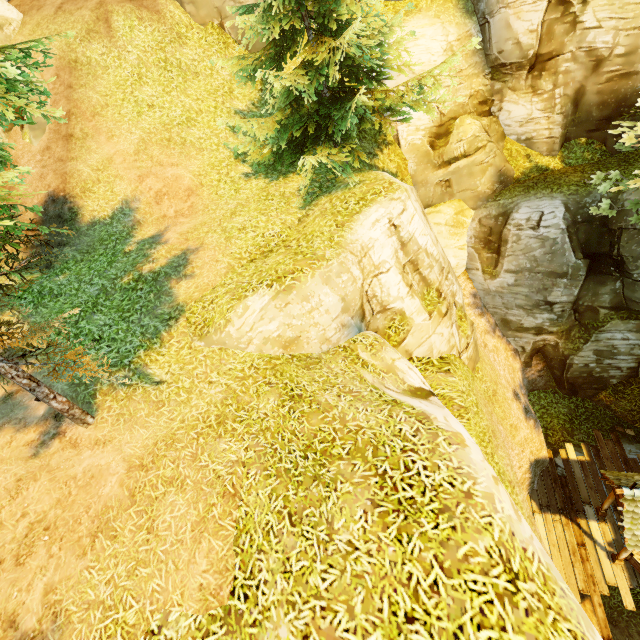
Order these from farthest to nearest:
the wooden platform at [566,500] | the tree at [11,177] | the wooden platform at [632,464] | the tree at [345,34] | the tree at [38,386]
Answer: the wooden platform at [632,464] < the wooden platform at [566,500] < the tree at [345,34] < the tree at [38,386] < the tree at [11,177]

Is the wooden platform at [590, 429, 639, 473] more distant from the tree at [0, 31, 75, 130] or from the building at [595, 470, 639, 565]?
the tree at [0, 31, 75, 130]

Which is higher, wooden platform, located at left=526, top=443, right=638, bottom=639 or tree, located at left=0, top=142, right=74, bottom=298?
tree, located at left=0, top=142, right=74, bottom=298

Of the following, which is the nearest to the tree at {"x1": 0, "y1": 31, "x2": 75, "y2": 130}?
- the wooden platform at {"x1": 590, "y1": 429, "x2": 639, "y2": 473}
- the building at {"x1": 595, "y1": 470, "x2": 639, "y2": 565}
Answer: the building at {"x1": 595, "y1": 470, "x2": 639, "y2": 565}

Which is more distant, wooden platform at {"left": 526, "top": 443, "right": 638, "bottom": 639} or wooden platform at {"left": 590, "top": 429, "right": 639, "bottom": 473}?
wooden platform at {"left": 590, "top": 429, "right": 639, "bottom": 473}

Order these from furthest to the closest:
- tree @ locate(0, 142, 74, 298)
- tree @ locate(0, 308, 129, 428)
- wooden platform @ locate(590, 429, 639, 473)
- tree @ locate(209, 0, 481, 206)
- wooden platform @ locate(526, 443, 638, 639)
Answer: wooden platform @ locate(590, 429, 639, 473), wooden platform @ locate(526, 443, 638, 639), tree @ locate(209, 0, 481, 206), tree @ locate(0, 308, 129, 428), tree @ locate(0, 142, 74, 298)

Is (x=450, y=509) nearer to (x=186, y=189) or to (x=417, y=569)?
(x=417, y=569)

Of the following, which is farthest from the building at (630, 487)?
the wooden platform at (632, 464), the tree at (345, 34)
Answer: the tree at (345, 34)
